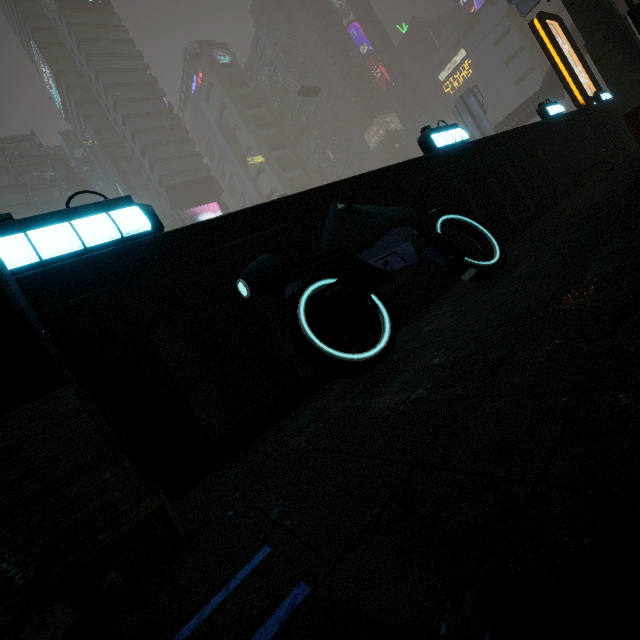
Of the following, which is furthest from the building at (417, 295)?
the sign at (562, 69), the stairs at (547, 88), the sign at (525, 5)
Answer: the stairs at (547, 88)

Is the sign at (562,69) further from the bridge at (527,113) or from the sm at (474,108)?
the bridge at (527,113)

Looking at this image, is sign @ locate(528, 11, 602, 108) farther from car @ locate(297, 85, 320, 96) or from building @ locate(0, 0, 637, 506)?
car @ locate(297, 85, 320, 96)

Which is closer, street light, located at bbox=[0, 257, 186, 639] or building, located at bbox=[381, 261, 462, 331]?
street light, located at bbox=[0, 257, 186, 639]

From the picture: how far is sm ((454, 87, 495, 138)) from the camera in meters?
39.1

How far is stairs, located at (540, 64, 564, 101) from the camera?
34.35m

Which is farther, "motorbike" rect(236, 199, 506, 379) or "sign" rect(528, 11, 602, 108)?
"sign" rect(528, 11, 602, 108)

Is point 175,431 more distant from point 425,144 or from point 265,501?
point 425,144
